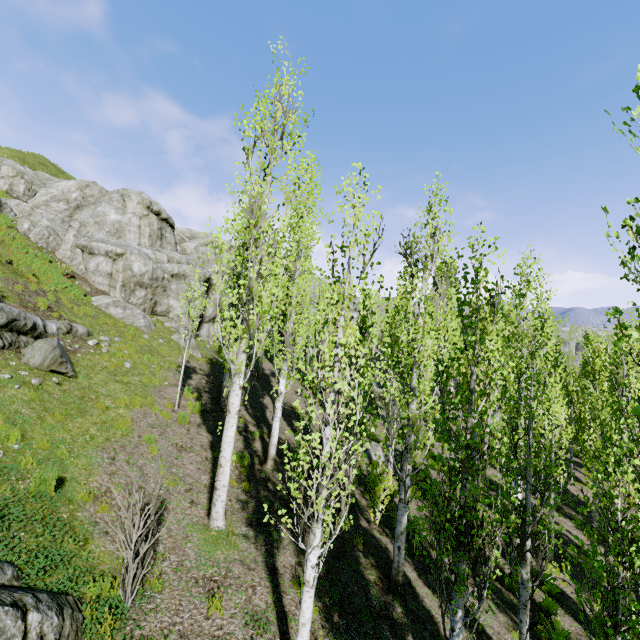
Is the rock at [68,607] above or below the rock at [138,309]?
below

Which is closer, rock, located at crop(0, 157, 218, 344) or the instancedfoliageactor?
the instancedfoliageactor

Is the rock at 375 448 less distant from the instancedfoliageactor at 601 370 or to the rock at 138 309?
the instancedfoliageactor at 601 370

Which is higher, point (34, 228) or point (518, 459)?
point (34, 228)

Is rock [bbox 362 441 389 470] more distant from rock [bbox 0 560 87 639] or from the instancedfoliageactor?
rock [bbox 0 560 87 639]

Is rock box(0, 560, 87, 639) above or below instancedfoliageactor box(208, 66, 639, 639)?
below

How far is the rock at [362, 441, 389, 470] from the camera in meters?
17.3
